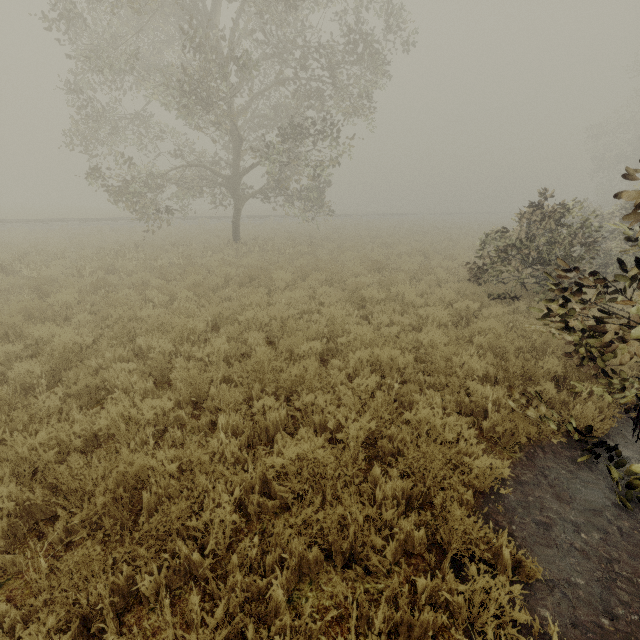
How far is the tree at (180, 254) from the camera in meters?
11.7 m

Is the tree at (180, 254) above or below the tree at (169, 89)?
below

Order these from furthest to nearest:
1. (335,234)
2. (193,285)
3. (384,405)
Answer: (335,234) < (193,285) < (384,405)

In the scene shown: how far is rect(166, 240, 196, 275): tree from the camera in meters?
11.7

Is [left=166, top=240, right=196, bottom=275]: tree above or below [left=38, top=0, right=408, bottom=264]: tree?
below
